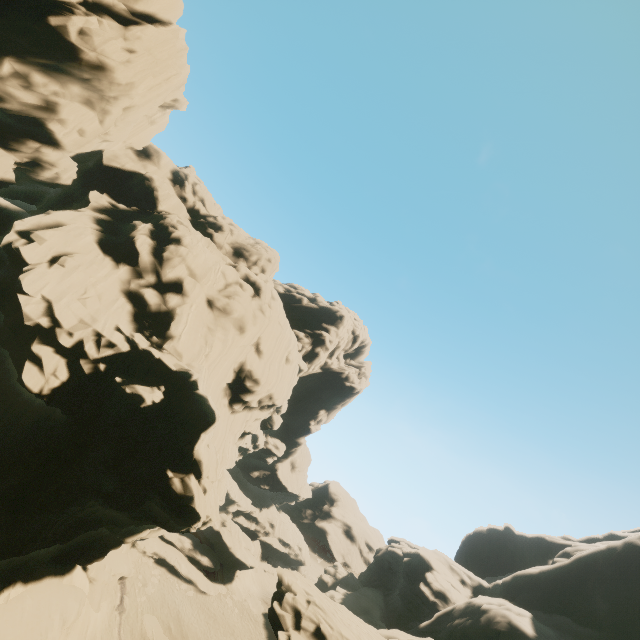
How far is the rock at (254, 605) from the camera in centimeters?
4250cm

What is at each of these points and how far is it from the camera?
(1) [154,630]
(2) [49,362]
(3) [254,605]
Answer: (1) rock, 32.09m
(2) rock, 16.53m
(3) rock, 43.34m

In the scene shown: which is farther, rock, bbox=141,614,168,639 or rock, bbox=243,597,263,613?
rock, bbox=243,597,263,613

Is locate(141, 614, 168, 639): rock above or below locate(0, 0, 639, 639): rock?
below

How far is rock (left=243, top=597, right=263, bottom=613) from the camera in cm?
4250

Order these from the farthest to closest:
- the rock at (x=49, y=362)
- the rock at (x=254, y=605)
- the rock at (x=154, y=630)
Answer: the rock at (x=254, y=605) → the rock at (x=154, y=630) → the rock at (x=49, y=362)

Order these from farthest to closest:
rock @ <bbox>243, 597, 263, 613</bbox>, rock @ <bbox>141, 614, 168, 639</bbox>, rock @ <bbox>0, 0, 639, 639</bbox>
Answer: rock @ <bbox>243, 597, 263, 613</bbox> < rock @ <bbox>141, 614, 168, 639</bbox> < rock @ <bbox>0, 0, 639, 639</bbox>
